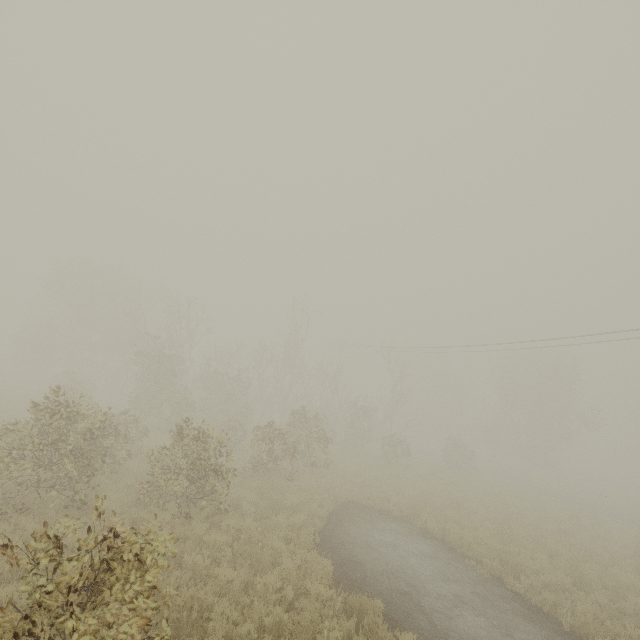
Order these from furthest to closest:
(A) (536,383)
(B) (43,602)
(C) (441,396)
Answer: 1. (C) (441,396)
2. (A) (536,383)
3. (B) (43,602)
